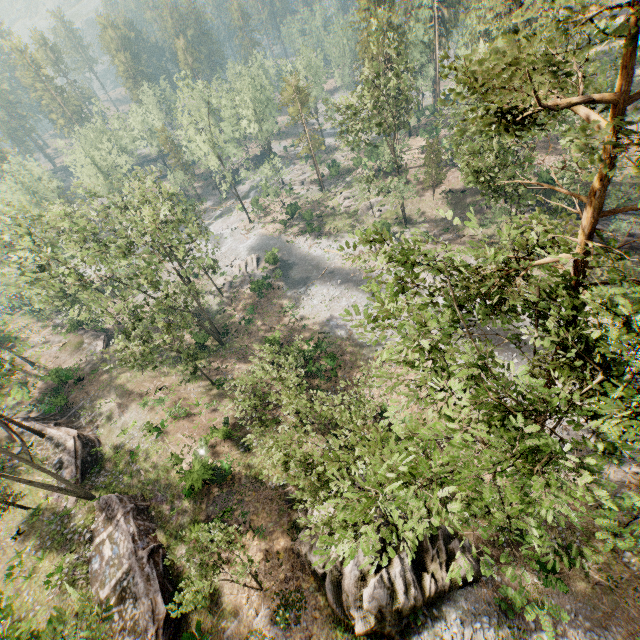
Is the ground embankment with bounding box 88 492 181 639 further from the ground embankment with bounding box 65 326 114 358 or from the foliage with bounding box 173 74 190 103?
the ground embankment with bounding box 65 326 114 358

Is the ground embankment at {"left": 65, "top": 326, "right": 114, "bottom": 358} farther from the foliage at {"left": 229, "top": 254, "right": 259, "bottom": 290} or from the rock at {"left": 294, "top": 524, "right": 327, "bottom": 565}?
the rock at {"left": 294, "top": 524, "right": 327, "bottom": 565}

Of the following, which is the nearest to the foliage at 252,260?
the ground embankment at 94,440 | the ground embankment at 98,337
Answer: the ground embankment at 98,337

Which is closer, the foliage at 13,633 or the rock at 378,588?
the foliage at 13,633

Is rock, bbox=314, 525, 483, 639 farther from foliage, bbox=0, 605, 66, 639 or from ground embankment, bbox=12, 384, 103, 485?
ground embankment, bbox=12, 384, 103, 485

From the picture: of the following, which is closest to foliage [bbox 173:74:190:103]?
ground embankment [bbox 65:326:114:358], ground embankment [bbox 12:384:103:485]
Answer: ground embankment [bbox 65:326:114:358]

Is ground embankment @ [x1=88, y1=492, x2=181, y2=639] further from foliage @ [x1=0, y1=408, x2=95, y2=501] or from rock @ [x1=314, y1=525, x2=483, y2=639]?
foliage @ [x1=0, y1=408, x2=95, y2=501]

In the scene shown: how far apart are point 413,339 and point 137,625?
21.9m
